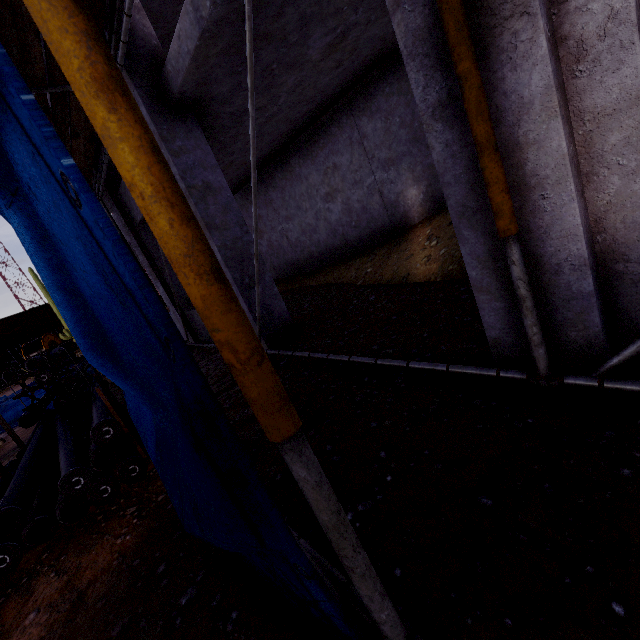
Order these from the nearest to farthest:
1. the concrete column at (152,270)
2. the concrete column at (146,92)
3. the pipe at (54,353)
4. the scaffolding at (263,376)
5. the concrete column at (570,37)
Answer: the scaffolding at (263,376) → the concrete column at (570,37) → the pipe at (54,353) → the concrete column at (146,92) → the concrete column at (152,270)

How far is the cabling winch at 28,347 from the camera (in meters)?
17.30

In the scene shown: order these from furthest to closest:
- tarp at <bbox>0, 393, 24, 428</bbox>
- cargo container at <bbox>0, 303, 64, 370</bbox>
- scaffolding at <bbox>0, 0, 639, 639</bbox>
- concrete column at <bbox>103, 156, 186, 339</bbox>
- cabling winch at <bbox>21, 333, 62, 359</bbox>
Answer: cargo container at <bbox>0, 303, 64, 370</bbox>, cabling winch at <bbox>21, 333, 62, 359</bbox>, tarp at <bbox>0, 393, 24, 428</bbox>, concrete column at <bbox>103, 156, 186, 339</bbox>, scaffolding at <bbox>0, 0, 639, 639</bbox>

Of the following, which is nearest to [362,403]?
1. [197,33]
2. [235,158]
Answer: [197,33]

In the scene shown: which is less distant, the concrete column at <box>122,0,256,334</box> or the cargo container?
the concrete column at <box>122,0,256,334</box>

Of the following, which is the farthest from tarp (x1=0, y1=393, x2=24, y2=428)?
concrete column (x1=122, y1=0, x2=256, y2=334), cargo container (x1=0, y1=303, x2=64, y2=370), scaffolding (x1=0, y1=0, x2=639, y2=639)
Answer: cargo container (x1=0, y1=303, x2=64, y2=370)

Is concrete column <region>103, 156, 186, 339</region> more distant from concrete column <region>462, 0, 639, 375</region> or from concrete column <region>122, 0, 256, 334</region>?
concrete column <region>462, 0, 639, 375</region>

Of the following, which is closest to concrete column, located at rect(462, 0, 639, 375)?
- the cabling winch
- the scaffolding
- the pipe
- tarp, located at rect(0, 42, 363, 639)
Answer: the scaffolding
